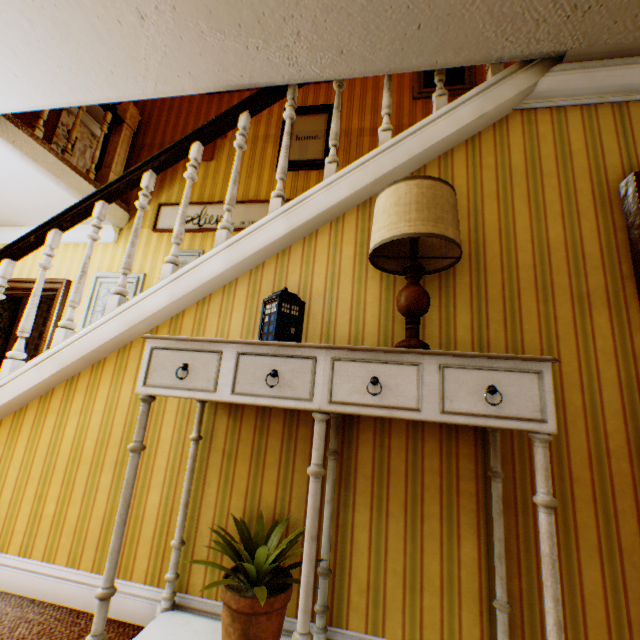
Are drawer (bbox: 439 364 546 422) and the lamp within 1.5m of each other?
yes

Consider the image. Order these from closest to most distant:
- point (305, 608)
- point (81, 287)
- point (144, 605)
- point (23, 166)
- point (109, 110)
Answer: point (305, 608) → point (144, 605) → point (81, 287) → point (23, 166) → point (109, 110)

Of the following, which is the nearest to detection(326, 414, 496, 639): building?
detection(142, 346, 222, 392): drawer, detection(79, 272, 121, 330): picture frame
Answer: detection(79, 272, 121, 330): picture frame

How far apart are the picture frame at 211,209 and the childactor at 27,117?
2.46m

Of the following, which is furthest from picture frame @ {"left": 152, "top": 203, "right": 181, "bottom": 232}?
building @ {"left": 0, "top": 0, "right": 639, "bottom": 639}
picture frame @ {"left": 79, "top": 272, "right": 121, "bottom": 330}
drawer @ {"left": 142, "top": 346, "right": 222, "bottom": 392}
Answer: drawer @ {"left": 142, "top": 346, "right": 222, "bottom": 392}

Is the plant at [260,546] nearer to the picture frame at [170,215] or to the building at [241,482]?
the building at [241,482]

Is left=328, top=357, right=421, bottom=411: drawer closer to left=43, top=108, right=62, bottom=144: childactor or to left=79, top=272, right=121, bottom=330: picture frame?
left=79, top=272, right=121, bottom=330: picture frame

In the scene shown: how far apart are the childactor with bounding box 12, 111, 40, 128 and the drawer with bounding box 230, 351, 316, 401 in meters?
5.4 m
